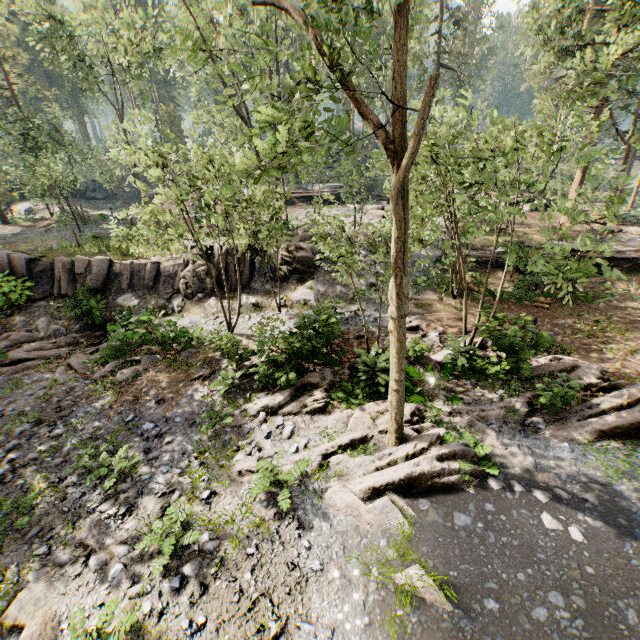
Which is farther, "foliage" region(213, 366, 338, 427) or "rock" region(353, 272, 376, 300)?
"rock" region(353, 272, 376, 300)

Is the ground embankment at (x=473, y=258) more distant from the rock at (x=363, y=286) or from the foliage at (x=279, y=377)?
the rock at (x=363, y=286)

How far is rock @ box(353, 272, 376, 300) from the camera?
19.1m

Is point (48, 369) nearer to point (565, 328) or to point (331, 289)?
point (331, 289)

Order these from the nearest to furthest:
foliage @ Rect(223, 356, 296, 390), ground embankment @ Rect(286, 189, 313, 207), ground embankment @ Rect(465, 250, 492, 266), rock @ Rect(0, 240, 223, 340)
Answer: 1. foliage @ Rect(223, 356, 296, 390)
2. rock @ Rect(0, 240, 223, 340)
3. ground embankment @ Rect(465, 250, 492, 266)
4. ground embankment @ Rect(286, 189, 313, 207)

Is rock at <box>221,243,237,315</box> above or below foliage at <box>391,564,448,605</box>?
above

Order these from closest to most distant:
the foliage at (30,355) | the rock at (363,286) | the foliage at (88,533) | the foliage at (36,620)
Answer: the foliage at (36,620) → the foliage at (88,533) → the foliage at (30,355) → the rock at (363,286)

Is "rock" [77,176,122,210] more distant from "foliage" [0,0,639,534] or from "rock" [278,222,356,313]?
"rock" [278,222,356,313]
